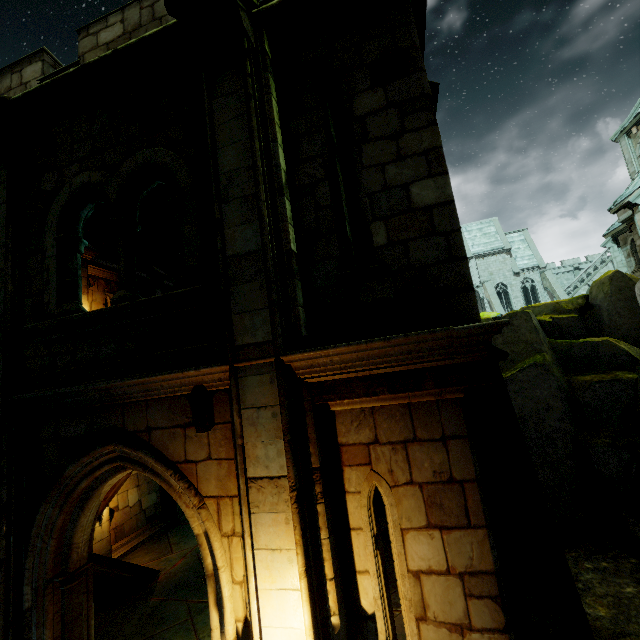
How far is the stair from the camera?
7.9 meters

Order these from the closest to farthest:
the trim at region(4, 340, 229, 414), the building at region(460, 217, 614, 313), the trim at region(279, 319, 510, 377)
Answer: the trim at region(279, 319, 510, 377)
the trim at region(4, 340, 229, 414)
the building at region(460, 217, 614, 313)

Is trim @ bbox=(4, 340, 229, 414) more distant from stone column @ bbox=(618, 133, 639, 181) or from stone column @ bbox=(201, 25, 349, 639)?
stone column @ bbox=(618, 133, 639, 181)

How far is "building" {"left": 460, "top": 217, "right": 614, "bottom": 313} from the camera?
40.78m

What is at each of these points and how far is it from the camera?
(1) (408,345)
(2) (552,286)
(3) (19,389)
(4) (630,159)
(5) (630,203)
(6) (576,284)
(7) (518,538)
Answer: (1) trim, 2.9m
(2) buttress, 38.8m
(3) trim, 4.1m
(4) stone column, 18.8m
(5) stone column, 13.9m
(6) building, 40.8m
(7) stone column, 4.1m

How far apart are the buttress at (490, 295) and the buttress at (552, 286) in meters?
5.9

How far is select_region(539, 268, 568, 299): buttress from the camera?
37.5m

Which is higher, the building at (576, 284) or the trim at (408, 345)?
the building at (576, 284)
